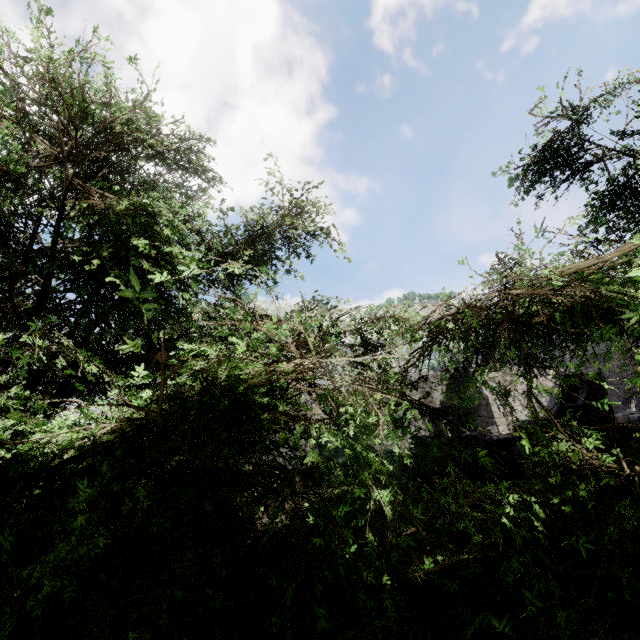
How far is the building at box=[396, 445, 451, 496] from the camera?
7.9 meters

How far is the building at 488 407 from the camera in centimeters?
793cm

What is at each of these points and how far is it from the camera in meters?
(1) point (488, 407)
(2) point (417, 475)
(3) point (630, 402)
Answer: (1) building, 22.8
(2) building, 7.9
(3) building, 22.6
